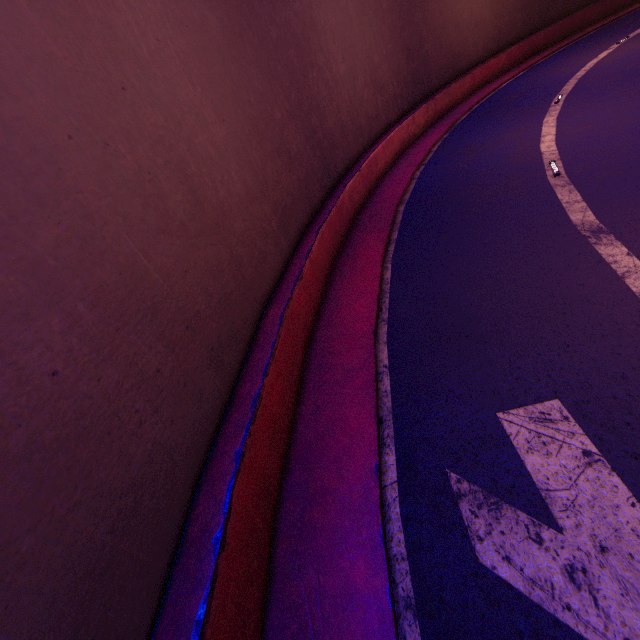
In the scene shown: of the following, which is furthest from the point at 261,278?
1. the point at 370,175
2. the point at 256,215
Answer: Result: the point at 370,175
